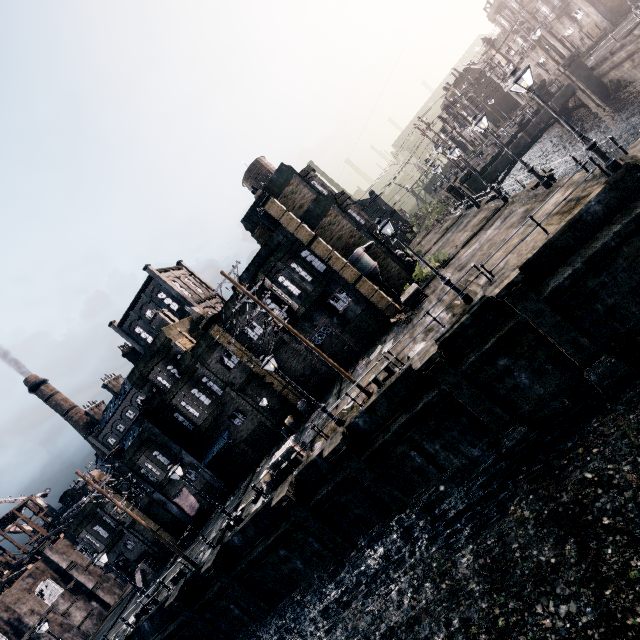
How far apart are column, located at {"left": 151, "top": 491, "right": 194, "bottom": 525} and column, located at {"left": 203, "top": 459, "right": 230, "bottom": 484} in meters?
4.6

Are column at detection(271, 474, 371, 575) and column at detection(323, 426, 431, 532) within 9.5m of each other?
yes

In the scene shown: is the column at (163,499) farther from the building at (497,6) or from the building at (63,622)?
the building at (497,6)

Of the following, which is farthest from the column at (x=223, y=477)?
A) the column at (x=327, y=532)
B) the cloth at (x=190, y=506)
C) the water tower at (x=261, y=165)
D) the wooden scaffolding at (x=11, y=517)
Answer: the wooden scaffolding at (x=11, y=517)

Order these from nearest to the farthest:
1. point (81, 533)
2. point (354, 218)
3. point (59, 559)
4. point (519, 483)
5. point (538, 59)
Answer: point (519, 483) < point (354, 218) < point (81, 533) < point (59, 559) < point (538, 59)

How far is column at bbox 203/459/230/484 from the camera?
30.3 meters

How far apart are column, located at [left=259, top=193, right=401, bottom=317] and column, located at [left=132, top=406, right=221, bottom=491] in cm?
2158

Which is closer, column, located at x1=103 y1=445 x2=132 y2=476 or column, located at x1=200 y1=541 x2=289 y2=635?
column, located at x1=200 y1=541 x2=289 y2=635
